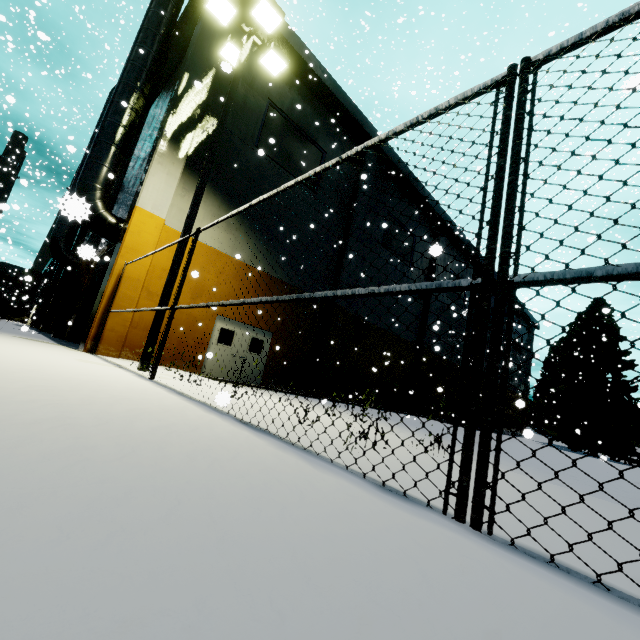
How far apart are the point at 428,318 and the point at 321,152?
14.1 meters

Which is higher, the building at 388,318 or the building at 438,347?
the building at 388,318

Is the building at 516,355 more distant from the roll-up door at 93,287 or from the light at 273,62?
the light at 273,62

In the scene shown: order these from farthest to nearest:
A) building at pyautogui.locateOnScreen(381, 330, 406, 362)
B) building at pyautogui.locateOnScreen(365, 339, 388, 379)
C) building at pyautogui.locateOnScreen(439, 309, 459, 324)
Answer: building at pyautogui.locateOnScreen(439, 309, 459, 324) → building at pyautogui.locateOnScreen(381, 330, 406, 362) → building at pyautogui.locateOnScreen(365, 339, 388, 379)

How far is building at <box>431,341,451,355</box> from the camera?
9.6 meters

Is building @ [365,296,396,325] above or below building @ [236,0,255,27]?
below
